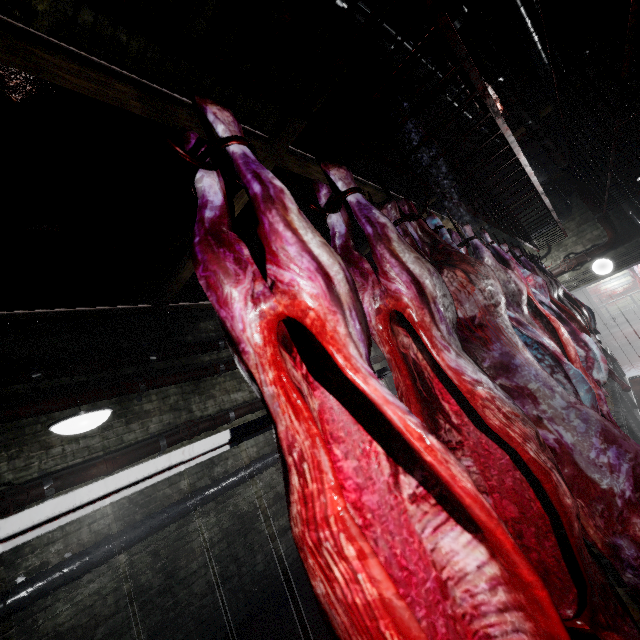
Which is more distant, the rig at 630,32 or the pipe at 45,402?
the pipe at 45,402

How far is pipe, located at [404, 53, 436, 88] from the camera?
2.62m

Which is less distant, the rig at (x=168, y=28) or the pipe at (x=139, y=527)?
the rig at (x=168, y=28)

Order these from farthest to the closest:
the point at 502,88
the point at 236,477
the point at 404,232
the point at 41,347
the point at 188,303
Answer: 1. the point at 188,303
2. the point at 236,477
3. the point at 41,347
4. the point at 502,88
5. the point at 404,232

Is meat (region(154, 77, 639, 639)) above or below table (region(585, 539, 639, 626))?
above

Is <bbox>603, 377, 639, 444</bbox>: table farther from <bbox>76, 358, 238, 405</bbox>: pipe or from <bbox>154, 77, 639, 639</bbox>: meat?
<bbox>76, 358, 238, 405</bbox>: pipe

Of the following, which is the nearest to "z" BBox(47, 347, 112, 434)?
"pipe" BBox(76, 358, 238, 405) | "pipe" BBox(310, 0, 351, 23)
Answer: "pipe" BBox(310, 0, 351, 23)
